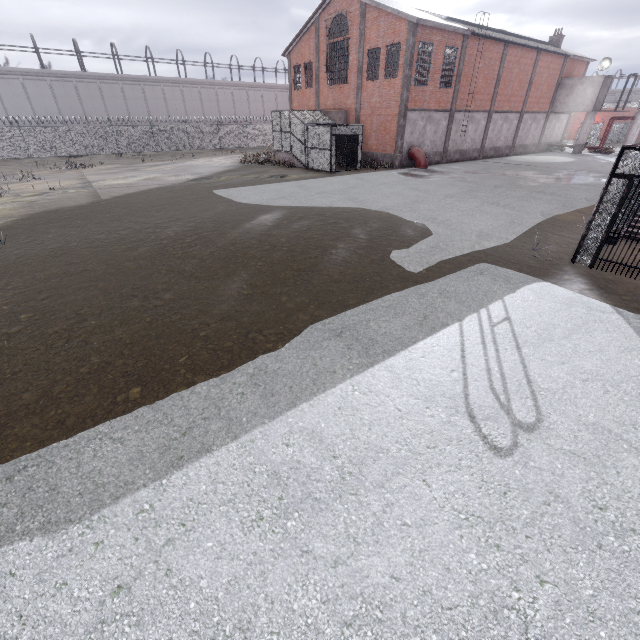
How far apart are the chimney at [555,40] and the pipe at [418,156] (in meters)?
25.45

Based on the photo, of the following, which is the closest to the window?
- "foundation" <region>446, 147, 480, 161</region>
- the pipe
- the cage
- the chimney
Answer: the chimney

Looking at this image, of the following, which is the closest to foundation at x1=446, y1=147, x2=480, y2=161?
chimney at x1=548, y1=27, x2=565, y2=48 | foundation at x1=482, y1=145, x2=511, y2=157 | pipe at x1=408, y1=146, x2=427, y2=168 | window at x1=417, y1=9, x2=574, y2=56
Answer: foundation at x1=482, y1=145, x2=511, y2=157

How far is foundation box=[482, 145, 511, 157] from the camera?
32.4m

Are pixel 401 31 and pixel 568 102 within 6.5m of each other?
no

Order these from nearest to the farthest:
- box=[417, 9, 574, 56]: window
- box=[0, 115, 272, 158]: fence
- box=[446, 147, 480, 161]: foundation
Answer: box=[417, 9, 574, 56]: window, box=[446, 147, 480, 161]: foundation, box=[0, 115, 272, 158]: fence

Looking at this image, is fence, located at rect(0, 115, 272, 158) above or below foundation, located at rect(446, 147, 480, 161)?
above

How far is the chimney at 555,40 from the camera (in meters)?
34.75
